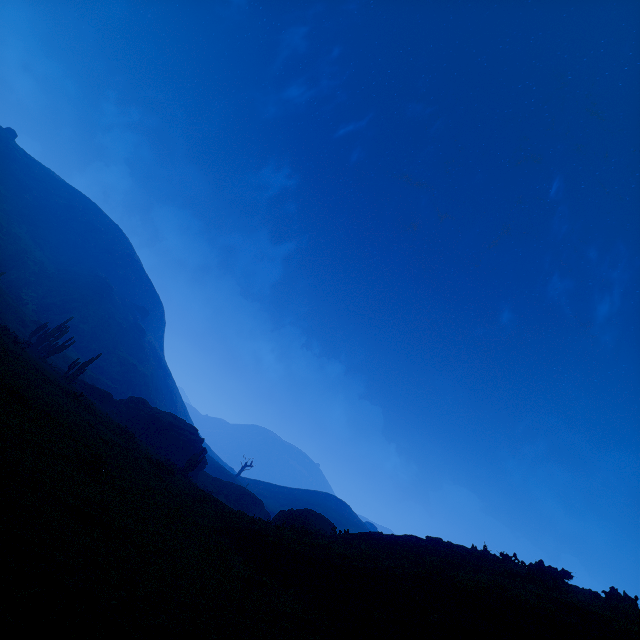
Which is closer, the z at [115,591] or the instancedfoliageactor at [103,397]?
the z at [115,591]

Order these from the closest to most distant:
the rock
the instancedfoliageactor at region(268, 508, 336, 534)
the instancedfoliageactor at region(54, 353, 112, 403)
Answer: the instancedfoliageactor at region(268, 508, 336, 534)
the instancedfoliageactor at region(54, 353, 112, 403)
the rock

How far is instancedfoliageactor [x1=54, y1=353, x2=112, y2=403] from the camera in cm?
3186

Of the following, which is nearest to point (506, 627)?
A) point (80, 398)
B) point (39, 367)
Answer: point (80, 398)

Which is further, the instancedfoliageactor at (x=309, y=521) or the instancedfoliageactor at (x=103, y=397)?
the instancedfoliageactor at (x=103, y=397)

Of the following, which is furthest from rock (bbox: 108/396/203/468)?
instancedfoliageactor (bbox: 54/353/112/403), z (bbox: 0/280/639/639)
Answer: z (bbox: 0/280/639/639)

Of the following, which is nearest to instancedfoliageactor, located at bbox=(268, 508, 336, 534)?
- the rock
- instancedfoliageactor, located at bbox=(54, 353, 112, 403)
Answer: the rock
